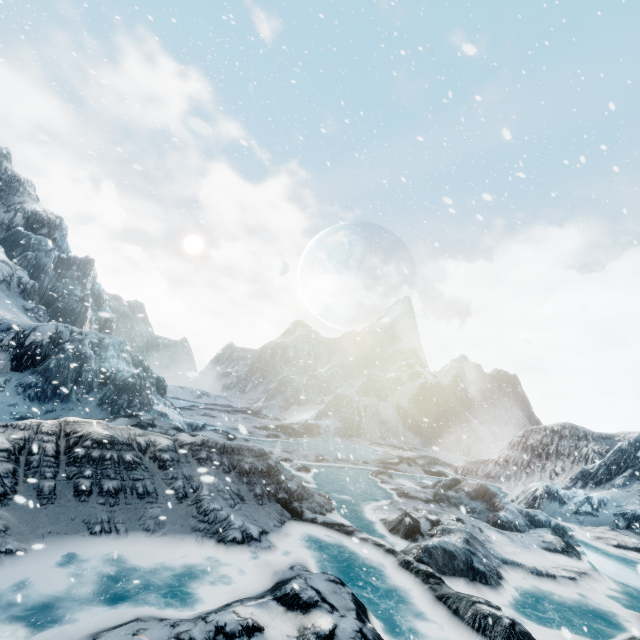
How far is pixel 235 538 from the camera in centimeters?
656cm
